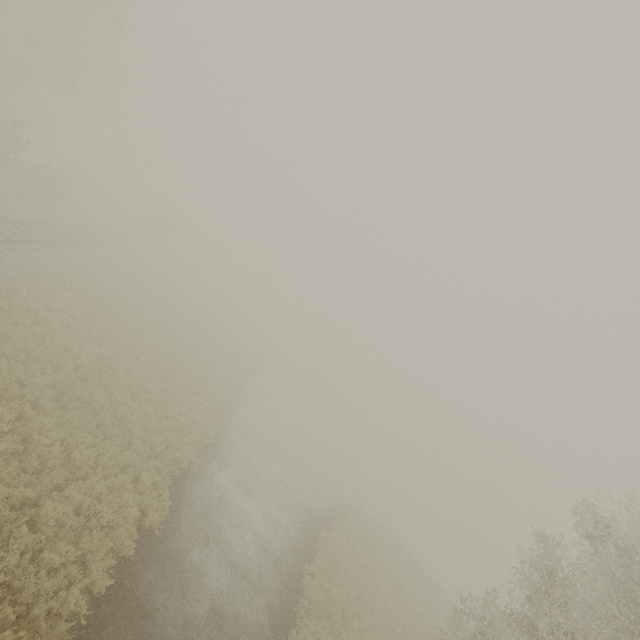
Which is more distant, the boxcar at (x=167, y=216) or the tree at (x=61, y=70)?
the boxcar at (x=167, y=216)

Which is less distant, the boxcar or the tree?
the tree

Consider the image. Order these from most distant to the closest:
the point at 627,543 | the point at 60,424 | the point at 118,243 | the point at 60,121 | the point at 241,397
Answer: the point at 60,121 < the point at 118,243 < the point at 241,397 < the point at 627,543 < the point at 60,424

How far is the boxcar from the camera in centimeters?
4659cm

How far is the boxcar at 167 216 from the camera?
46.6 meters
